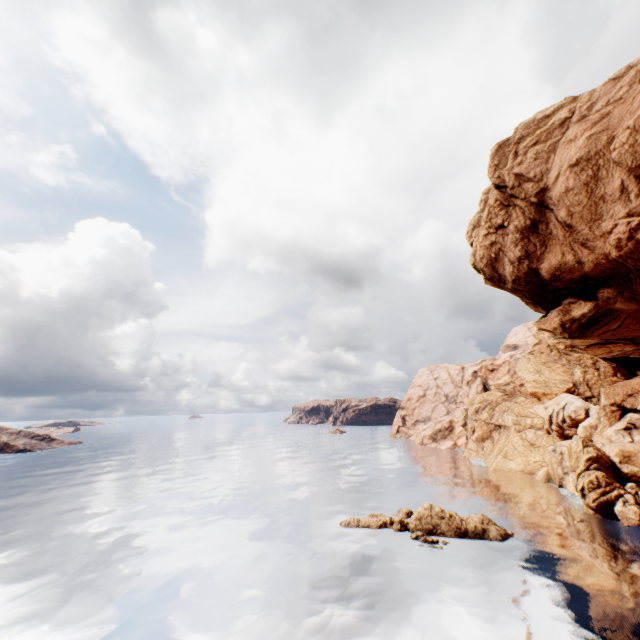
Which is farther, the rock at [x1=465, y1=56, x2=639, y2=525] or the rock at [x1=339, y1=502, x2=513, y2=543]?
the rock at [x1=339, y1=502, x2=513, y2=543]

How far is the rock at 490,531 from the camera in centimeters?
A: 3197cm

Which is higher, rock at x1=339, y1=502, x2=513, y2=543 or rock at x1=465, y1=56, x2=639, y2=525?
rock at x1=465, y1=56, x2=639, y2=525

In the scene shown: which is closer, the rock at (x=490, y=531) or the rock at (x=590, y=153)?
the rock at (x=590, y=153)

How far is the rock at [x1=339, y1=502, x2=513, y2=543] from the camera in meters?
32.0 m

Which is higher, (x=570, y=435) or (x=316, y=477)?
(x=570, y=435)
